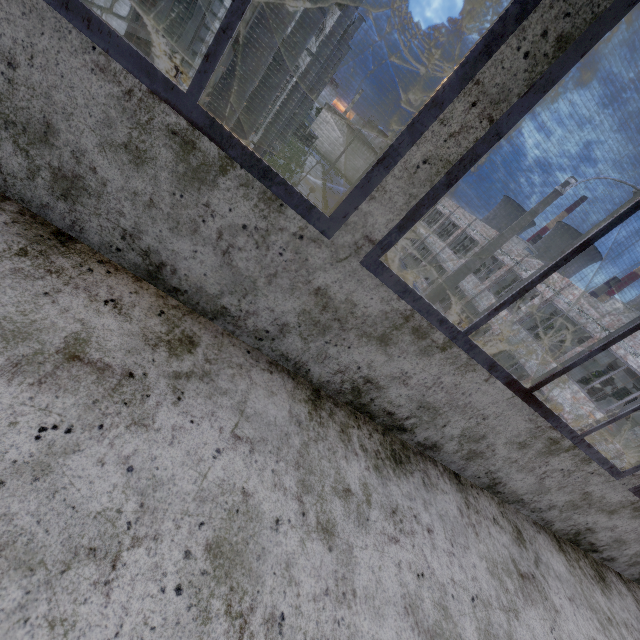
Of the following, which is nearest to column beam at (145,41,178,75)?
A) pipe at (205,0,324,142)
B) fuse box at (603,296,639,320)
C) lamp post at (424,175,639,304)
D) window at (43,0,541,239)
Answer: pipe at (205,0,324,142)

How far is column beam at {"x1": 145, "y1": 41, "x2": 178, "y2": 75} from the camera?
7.2 meters

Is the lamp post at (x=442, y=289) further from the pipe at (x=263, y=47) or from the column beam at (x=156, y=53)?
the column beam at (x=156, y=53)

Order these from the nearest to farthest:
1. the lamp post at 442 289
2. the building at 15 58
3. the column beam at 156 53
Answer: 1. the building at 15 58
2. the column beam at 156 53
3. the lamp post at 442 289

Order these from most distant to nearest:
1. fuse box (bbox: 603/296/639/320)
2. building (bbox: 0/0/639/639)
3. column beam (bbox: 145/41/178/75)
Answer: fuse box (bbox: 603/296/639/320), column beam (bbox: 145/41/178/75), building (bbox: 0/0/639/639)

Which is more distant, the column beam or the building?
the column beam

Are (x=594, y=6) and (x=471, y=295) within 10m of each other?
no

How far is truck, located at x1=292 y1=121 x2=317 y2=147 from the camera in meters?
55.7
